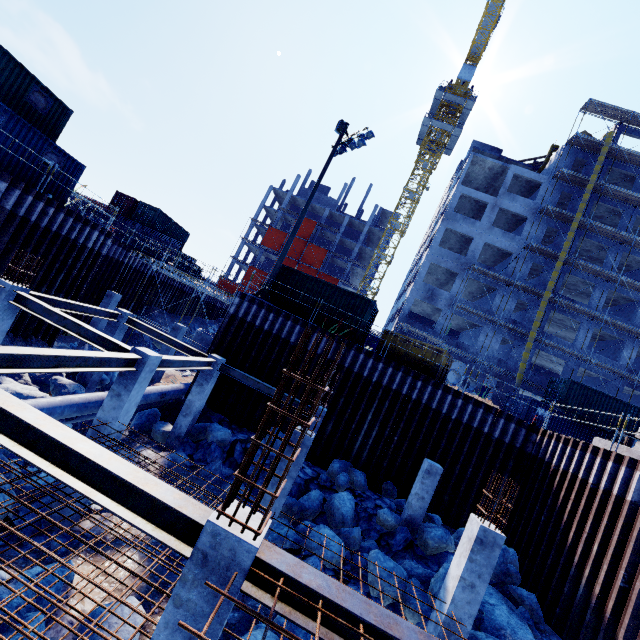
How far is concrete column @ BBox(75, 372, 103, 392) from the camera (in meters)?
14.19

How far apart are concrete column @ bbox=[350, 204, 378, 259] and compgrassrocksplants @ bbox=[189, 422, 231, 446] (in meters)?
46.86

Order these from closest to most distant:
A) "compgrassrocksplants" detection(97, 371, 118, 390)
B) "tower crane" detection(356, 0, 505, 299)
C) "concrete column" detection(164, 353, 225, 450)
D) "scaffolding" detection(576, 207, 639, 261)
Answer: "concrete column" detection(164, 353, 225, 450) → "compgrassrocksplants" detection(97, 371, 118, 390) → "scaffolding" detection(576, 207, 639, 261) → "tower crane" detection(356, 0, 505, 299)

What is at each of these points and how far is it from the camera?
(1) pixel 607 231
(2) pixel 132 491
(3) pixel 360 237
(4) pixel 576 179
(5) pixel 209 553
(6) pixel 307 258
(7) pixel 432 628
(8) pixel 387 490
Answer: (1) scaffolding, 29.8m
(2) steel beam, 3.7m
(3) concrete column, 58.0m
(4) scaffolding, 30.9m
(5) concrete column, 3.3m
(6) scaffolding, 56.3m
(7) concrete column, 7.6m
(8) compgrassrocksplants, 14.4m

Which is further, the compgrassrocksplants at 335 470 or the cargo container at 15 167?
the cargo container at 15 167

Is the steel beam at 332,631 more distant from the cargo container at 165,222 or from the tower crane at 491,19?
the tower crane at 491,19

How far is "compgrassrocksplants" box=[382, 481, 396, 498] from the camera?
14.3 meters

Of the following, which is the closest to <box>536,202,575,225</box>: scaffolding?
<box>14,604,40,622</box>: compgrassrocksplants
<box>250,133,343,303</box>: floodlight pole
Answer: <box>250,133,343,303</box>: floodlight pole
